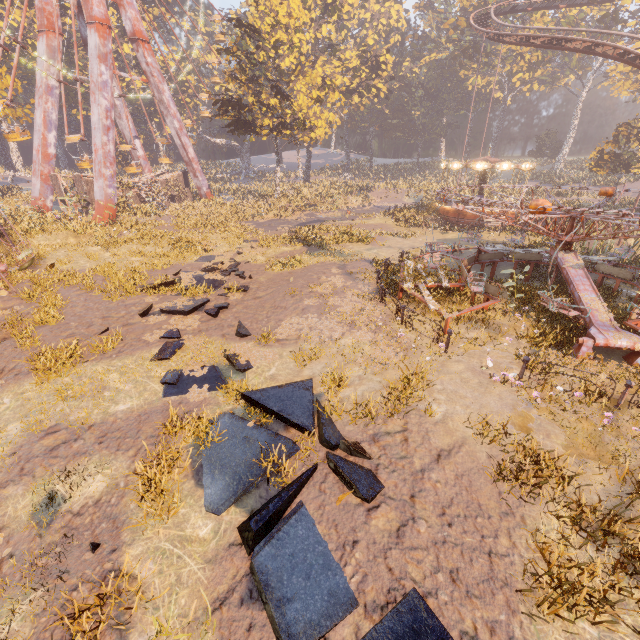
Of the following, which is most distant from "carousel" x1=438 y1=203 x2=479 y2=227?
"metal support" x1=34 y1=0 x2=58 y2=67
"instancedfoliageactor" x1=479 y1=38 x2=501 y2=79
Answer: "instancedfoliageactor" x1=479 y1=38 x2=501 y2=79

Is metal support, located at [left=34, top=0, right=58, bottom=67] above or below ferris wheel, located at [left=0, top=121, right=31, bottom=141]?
above

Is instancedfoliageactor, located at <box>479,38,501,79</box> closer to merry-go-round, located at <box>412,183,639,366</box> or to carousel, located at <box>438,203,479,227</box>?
carousel, located at <box>438,203,479,227</box>

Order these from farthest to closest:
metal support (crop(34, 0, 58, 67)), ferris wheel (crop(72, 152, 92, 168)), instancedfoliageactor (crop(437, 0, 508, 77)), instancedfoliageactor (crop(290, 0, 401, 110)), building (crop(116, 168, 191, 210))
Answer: instancedfoliageactor (crop(437, 0, 508, 77)), instancedfoliageactor (crop(290, 0, 401, 110)), building (crop(116, 168, 191, 210)), ferris wheel (crop(72, 152, 92, 168)), metal support (crop(34, 0, 58, 67))

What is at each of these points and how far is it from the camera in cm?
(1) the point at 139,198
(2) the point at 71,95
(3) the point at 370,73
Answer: (1) building, 3428
(2) instancedfoliageactor, 4956
(3) instancedfoliageactor, 4691

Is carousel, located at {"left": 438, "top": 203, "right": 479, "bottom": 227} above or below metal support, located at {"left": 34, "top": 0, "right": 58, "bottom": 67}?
below

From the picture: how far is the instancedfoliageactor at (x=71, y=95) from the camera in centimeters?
4916cm

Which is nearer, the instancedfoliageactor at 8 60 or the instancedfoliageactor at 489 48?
the instancedfoliageactor at 8 60
